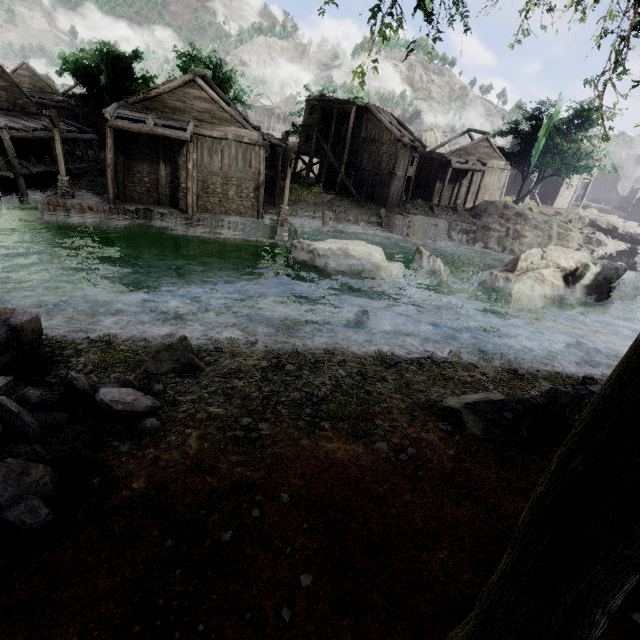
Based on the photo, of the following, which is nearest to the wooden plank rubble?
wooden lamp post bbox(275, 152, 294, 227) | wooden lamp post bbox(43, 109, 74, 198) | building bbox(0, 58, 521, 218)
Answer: building bbox(0, 58, 521, 218)

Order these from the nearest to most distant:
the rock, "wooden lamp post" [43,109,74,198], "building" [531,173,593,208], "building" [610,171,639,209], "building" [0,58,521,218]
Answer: "wooden lamp post" [43,109,74,198]
"building" [0,58,521,218]
the rock
"building" [531,173,593,208]
"building" [610,171,639,209]

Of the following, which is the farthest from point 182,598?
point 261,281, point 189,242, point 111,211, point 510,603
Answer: point 111,211

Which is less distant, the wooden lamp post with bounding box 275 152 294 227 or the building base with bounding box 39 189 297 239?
the building base with bounding box 39 189 297 239

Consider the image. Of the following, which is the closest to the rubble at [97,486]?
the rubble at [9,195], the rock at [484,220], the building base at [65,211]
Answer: the building base at [65,211]

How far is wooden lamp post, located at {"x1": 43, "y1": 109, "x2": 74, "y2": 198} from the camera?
18.33m

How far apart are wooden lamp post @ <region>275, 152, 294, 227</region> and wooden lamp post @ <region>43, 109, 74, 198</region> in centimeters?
1300cm

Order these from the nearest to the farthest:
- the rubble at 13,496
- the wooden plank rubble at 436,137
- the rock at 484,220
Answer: the rubble at 13,496
the rock at 484,220
the wooden plank rubble at 436,137
